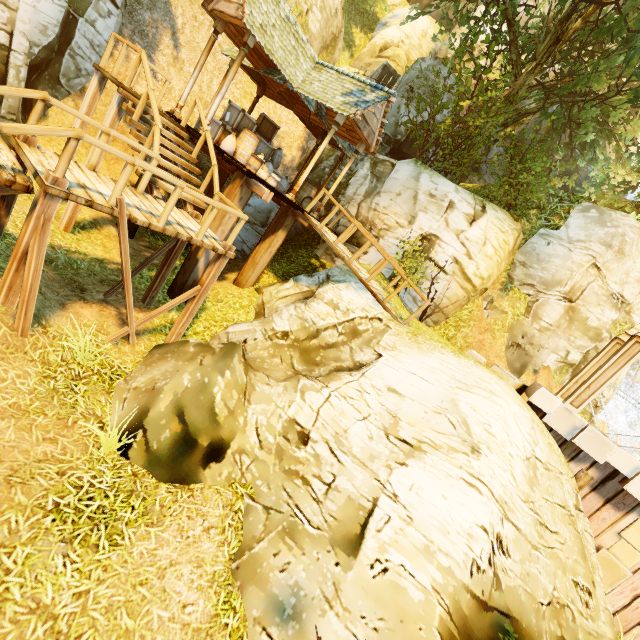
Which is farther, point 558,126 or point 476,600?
point 558,126

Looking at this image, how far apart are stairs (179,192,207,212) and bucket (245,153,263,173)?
1.8m

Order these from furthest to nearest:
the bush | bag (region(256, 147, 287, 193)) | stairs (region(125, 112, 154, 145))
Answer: bag (region(256, 147, 287, 193))
the bush
stairs (region(125, 112, 154, 145))

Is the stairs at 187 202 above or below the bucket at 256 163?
below

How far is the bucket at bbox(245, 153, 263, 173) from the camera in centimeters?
947cm

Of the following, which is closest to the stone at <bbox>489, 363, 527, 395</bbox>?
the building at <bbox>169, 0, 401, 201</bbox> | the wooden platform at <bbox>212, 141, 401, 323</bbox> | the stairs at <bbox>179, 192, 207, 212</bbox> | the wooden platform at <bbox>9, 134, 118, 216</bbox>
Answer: the wooden platform at <bbox>212, 141, 401, 323</bbox>

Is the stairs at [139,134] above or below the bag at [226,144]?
below

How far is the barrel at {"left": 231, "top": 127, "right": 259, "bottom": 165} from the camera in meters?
10.9 m
